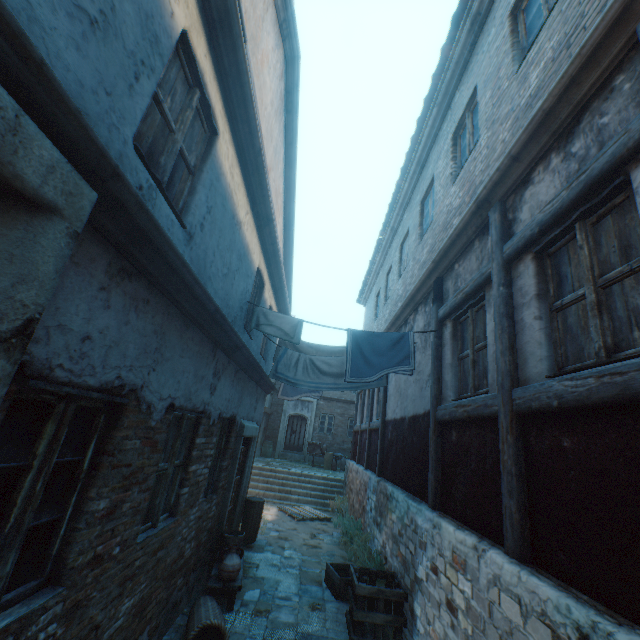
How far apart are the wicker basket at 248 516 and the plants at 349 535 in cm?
199

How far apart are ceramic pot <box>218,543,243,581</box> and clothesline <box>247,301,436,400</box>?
2.82m

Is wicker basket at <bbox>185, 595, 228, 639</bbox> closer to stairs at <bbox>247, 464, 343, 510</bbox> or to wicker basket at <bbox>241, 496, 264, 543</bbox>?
wicker basket at <bbox>241, 496, 264, 543</bbox>

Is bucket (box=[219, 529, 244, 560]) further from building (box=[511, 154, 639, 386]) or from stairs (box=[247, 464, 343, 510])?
stairs (box=[247, 464, 343, 510])

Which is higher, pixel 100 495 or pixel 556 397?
pixel 556 397

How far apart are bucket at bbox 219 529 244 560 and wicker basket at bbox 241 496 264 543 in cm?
182

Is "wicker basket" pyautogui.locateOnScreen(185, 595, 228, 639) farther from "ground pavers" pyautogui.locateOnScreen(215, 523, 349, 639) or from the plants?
the plants

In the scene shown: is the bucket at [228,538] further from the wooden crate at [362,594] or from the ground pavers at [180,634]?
the wooden crate at [362,594]
